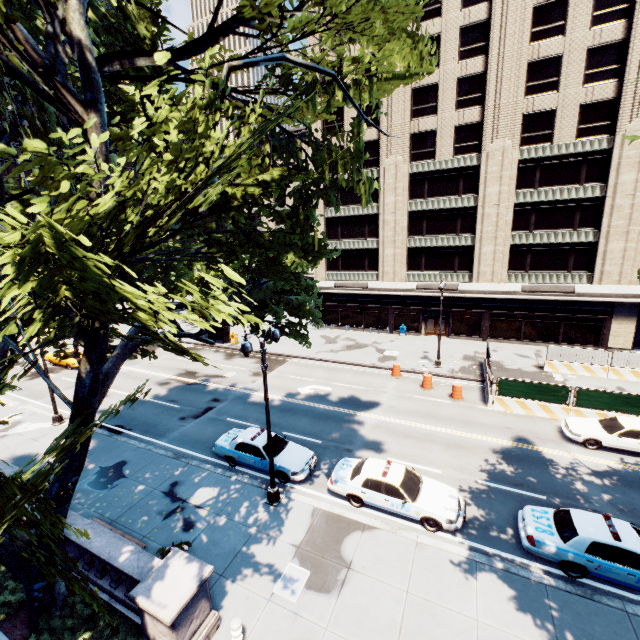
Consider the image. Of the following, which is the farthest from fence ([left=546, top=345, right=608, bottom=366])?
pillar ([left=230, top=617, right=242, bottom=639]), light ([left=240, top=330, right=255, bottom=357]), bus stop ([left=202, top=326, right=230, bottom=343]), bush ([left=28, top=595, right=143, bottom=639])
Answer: bus stop ([left=202, top=326, right=230, bottom=343])

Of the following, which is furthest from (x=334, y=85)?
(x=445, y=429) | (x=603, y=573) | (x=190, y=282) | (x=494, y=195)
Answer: (x=190, y=282)

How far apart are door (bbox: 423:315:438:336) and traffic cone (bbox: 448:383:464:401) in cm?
1455

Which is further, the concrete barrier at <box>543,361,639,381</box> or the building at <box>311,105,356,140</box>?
the building at <box>311,105,356,140</box>

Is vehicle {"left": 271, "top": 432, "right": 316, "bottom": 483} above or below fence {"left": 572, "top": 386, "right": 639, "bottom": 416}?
below

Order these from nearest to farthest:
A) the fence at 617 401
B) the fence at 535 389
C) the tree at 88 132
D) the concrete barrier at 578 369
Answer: the tree at 88 132, the fence at 617 401, the fence at 535 389, the concrete barrier at 578 369

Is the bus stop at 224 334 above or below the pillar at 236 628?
above

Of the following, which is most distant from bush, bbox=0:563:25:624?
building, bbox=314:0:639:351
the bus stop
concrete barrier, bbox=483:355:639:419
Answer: building, bbox=314:0:639:351
